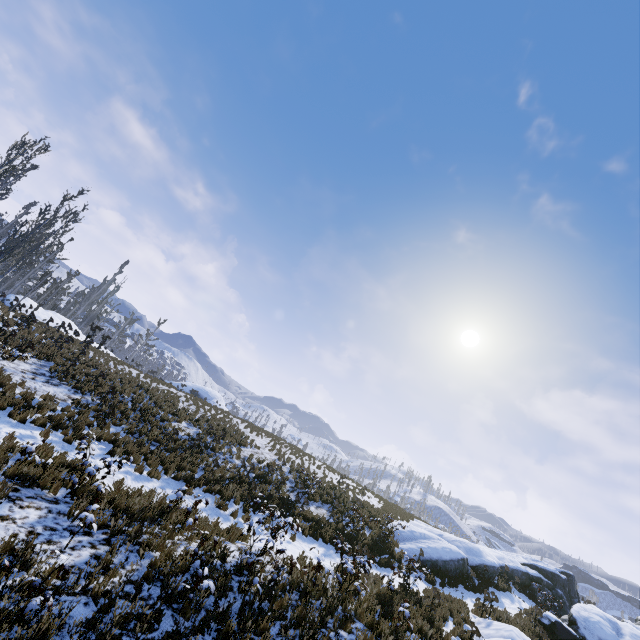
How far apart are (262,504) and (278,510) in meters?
5.6

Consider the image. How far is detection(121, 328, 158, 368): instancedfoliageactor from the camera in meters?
28.4 m

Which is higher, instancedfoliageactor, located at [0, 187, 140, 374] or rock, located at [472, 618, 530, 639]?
Answer: instancedfoliageactor, located at [0, 187, 140, 374]

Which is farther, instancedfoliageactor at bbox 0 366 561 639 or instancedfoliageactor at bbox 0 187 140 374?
instancedfoliageactor at bbox 0 187 140 374

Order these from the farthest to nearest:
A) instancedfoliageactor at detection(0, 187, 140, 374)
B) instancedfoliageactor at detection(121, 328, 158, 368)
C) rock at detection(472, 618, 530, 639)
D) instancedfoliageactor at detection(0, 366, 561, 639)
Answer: instancedfoliageactor at detection(121, 328, 158, 368) < instancedfoliageactor at detection(0, 187, 140, 374) < rock at detection(472, 618, 530, 639) < instancedfoliageactor at detection(0, 366, 561, 639)

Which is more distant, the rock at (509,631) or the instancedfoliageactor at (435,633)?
Answer: the rock at (509,631)

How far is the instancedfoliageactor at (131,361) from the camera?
28.4m

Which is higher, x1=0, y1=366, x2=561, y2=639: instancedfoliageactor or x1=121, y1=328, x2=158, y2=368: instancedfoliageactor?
x1=121, y1=328, x2=158, y2=368: instancedfoliageactor
